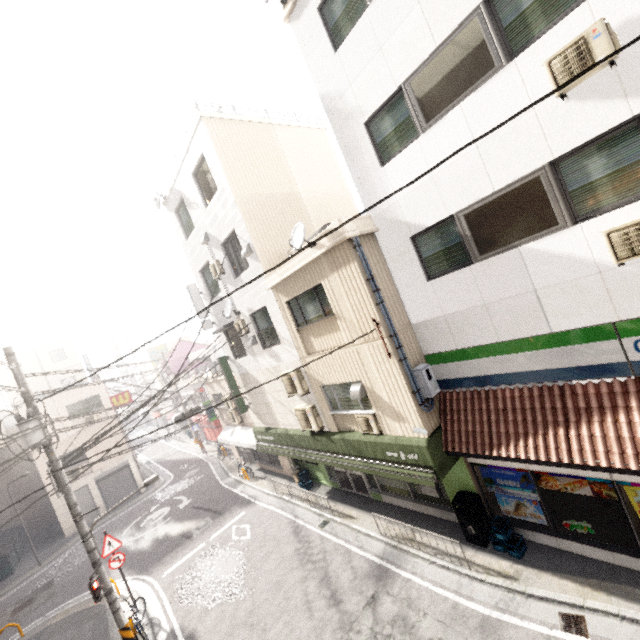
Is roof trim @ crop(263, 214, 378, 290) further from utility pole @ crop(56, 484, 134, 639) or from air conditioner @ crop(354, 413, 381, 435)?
utility pole @ crop(56, 484, 134, 639)

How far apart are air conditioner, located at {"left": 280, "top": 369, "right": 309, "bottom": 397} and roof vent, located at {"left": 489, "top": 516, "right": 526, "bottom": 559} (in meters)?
6.19

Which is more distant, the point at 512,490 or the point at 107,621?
the point at 107,621

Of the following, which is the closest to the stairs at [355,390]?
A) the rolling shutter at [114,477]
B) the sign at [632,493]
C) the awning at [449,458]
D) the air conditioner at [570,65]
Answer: the awning at [449,458]

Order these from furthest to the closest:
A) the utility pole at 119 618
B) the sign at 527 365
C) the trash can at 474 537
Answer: the utility pole at 119 618
the trash can at 474 537
the sign at 527 365

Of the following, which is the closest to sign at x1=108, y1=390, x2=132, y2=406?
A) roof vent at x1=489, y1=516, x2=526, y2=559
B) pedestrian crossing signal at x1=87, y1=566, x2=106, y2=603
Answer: pedestrian crossing signal at x1=87, y1=566, x2=106, y2=603

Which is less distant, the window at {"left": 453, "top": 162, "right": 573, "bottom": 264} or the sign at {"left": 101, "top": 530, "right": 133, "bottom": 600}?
the window at {"left": 453, "top": 162, "right": 573, "bottom": 264}

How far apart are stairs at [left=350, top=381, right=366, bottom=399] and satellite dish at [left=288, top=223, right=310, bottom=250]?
4.0m
